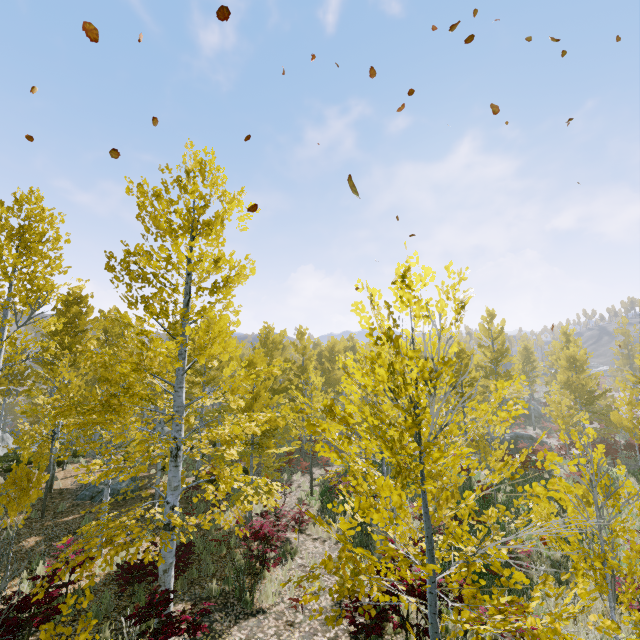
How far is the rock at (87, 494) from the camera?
13.9 meters

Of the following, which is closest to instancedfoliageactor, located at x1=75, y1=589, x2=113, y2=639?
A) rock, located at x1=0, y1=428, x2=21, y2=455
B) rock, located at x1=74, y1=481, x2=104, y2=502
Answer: rock, located at x1=0, y1=428, x2=21, y2=455

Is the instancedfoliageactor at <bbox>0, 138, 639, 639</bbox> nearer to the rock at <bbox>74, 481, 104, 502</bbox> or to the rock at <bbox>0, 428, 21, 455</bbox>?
the rock at <bbox>0, 428, 21, 455</bbox>

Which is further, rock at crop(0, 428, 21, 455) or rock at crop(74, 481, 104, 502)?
rock at crop(0, 428, 21, 455)

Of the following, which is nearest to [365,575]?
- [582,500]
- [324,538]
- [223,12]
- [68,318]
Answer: [223,12]

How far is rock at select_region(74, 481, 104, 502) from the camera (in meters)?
13.88

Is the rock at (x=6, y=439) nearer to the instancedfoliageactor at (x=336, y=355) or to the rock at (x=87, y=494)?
the instancedfoliageactor at (x=336, y=355)

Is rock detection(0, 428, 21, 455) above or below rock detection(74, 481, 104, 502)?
below
